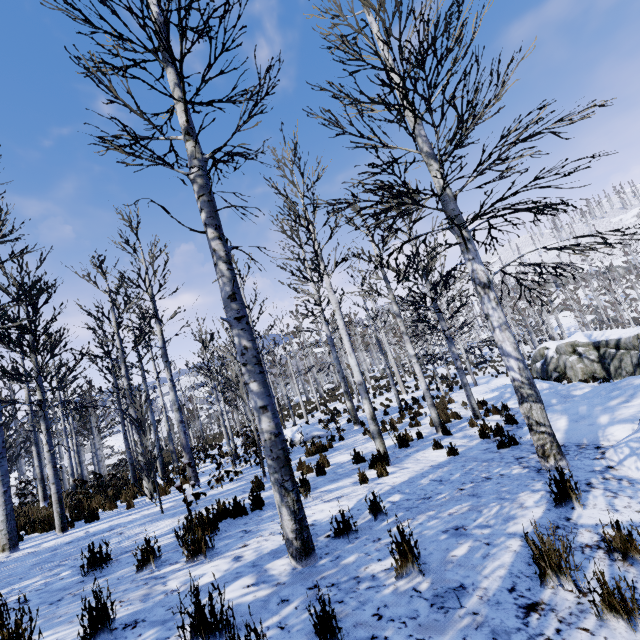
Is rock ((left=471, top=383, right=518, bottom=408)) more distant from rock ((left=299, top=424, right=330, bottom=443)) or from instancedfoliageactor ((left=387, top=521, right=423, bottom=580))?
rock ((left=299, top=424, right=330, bottom=443))

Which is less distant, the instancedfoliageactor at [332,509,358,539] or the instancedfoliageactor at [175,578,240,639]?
the instancedfoliageactor at [175,578,240,639]

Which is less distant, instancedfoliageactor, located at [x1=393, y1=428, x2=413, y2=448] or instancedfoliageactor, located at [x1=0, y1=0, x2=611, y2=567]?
instancedfoliageactor, located at [x1=0, y1=0, x2=611, y2=567]

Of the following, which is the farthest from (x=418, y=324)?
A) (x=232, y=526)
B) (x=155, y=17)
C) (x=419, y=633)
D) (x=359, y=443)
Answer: (x=419, y=633)

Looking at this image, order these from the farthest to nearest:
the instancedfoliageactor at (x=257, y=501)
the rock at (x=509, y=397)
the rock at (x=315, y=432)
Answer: the rock at (x=315, y=432) → the rock at (x=509, y=397) → the instancedfoliageactor at (x=257, y=501)

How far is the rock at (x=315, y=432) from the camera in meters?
14.4 m

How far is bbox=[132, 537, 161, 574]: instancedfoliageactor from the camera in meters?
3.6 m
